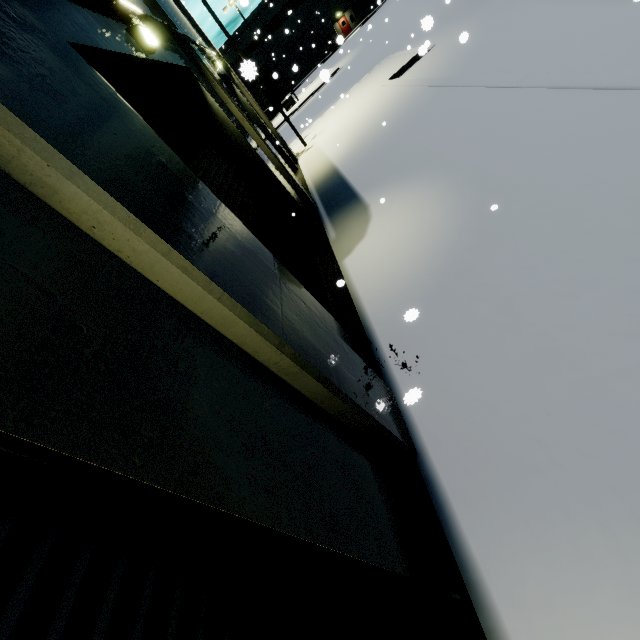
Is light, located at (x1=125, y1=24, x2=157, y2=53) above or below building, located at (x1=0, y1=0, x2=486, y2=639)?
above

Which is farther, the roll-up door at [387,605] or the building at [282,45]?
the building at [282,45]

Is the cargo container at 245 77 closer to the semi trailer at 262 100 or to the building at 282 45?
the semi trailer at 262 100

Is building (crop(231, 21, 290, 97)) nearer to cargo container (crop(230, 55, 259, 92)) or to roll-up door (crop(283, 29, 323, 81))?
roll-up door (crop(283, 29, 323, 81))

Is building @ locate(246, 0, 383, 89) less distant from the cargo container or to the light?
the light

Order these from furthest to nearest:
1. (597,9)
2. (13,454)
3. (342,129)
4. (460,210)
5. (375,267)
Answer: (342,129)
(597,9)
(375,267)
(460,210)
(13,454)

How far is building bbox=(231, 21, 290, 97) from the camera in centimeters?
4884cm

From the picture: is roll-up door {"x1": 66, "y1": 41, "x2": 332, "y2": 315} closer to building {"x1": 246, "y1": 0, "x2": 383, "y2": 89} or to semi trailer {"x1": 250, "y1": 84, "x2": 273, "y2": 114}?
building {"x1": 246, "y1": 0, "x2": 383, "y2": 89}
